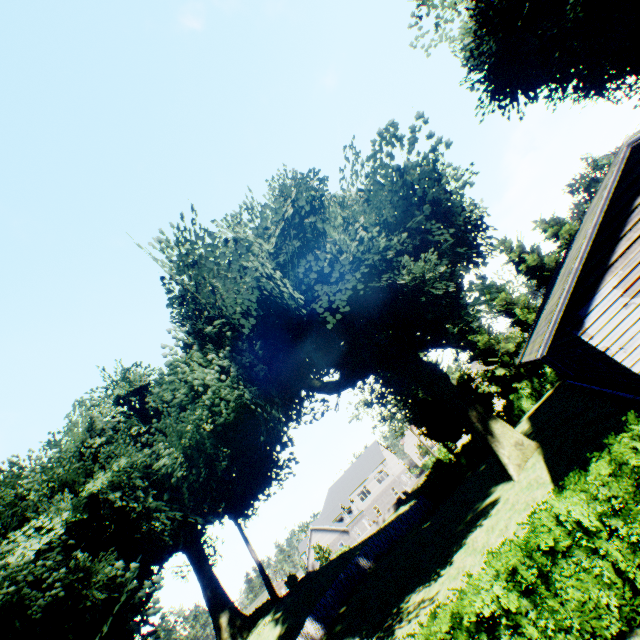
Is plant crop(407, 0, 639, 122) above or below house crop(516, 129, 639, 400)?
above

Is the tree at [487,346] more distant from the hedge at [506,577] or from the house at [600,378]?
the hedge at [506,577]

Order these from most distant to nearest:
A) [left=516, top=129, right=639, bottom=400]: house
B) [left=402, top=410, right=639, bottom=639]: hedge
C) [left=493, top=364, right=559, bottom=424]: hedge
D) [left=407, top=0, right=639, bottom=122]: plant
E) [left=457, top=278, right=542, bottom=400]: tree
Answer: [left=457, top=278, right=542, bottom=400]: tree, [left=493, top=364, right=559, bottom=424]: hedge, [left=407, top=0, right=639, bottom=122]: plant, [left=516, top=129, right=639, bottom=400]: house, [left=402, top=410, right=639, bottom=639]: hedge

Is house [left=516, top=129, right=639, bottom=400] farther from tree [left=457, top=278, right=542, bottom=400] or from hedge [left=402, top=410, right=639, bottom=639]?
tree [left=457, top=278, right=542, bottom=400]

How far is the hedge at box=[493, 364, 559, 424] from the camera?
30.1m

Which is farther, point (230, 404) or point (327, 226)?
point (230, 404)

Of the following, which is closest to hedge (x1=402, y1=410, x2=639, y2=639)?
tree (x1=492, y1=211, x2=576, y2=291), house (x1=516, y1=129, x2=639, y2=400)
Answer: house (x1=516, y1=129, x2=639, y2=400)

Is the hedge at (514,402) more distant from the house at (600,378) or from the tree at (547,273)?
the house at (600,378)
